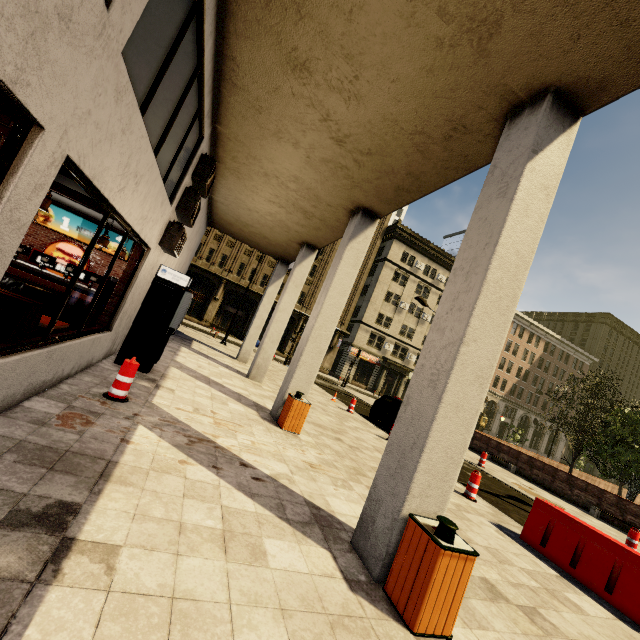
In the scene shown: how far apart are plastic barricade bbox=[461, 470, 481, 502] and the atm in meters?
8.3 m

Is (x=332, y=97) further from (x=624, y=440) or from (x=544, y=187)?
(x=624, y=440)

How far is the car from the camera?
14.12m

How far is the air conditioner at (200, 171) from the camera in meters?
7.5

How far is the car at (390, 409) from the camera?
14.1 meters

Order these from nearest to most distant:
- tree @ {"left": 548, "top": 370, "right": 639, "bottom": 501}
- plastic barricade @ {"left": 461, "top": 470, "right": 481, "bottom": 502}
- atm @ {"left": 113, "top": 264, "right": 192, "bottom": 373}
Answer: atm @ {"left": 113, "top": 264, "right": 192, "bottom": 373}
plastic barricade @ {"left": 461, "top": 470, "right": 481, "bottom": 502}
tree @ {"left": 548, "top": 370, "right": 639, "bottom": 501}

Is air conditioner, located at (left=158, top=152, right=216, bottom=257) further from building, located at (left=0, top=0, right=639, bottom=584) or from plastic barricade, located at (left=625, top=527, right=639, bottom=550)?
plastic barricade, located at (left=625, top=527, right=639, bottom=550)

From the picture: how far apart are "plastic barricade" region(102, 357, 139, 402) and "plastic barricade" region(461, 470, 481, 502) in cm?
808
